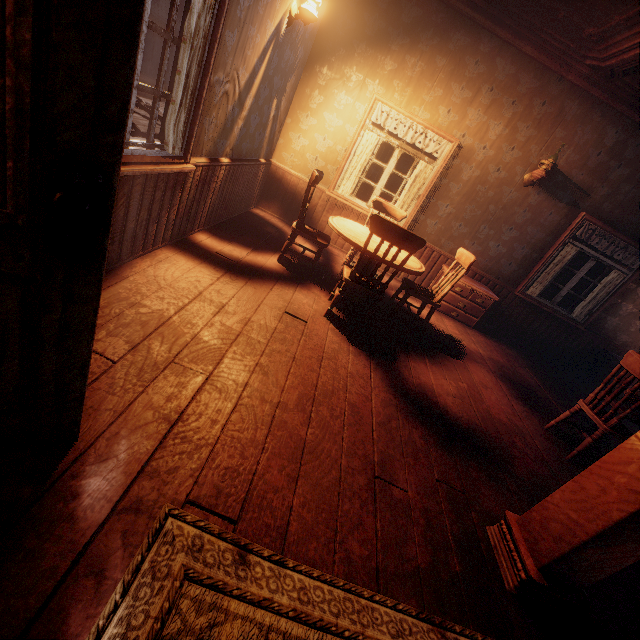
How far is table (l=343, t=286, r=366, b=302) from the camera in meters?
4.2

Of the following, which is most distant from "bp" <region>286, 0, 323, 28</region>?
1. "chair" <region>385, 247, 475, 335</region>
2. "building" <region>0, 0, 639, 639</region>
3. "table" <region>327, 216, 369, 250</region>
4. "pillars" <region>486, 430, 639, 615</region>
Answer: "pillars" <region>486, 430, 639, 615</region>

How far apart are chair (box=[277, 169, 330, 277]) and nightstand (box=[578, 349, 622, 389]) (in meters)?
6.01

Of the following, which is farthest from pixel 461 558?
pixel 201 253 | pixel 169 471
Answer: pixel 201 253

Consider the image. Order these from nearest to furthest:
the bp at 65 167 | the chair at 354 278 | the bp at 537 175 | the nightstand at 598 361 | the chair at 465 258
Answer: the bp at 65 167 → the chair at 354 278 → the chair at 465 258 → the bp at 537 175 → the nightstand at 598 361

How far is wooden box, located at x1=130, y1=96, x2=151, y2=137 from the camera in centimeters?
315cm

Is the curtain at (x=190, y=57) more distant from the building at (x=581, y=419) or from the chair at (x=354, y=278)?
the chair at (x=354, y=278)

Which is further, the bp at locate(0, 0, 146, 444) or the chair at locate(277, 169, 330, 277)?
the chair at locate(277, 169, 330, 277)
